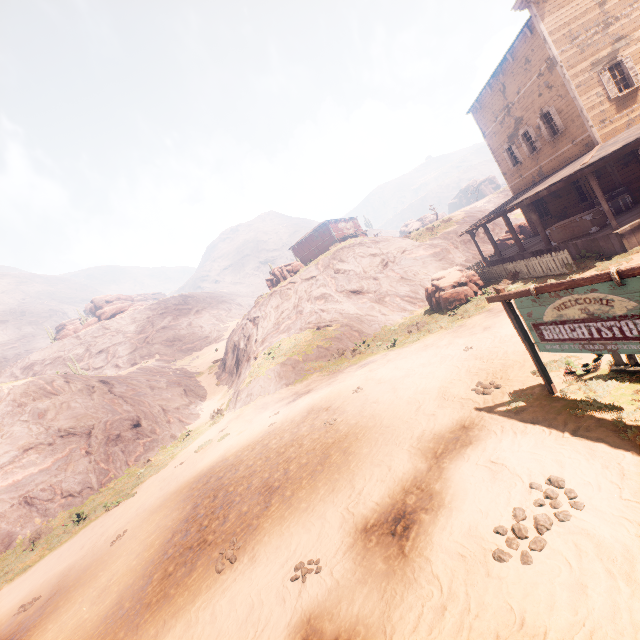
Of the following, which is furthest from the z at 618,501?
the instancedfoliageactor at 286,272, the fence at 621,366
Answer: the instancedfoliageactor at 286,272

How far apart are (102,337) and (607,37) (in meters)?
65.90

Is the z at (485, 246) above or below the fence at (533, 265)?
above

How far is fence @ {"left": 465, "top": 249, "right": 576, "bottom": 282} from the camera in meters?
13.5 m

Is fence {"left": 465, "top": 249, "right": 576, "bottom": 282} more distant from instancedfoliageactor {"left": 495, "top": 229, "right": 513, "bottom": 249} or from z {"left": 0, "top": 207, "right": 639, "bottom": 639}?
instancedfoliageactor {"left": 495, "top": 229, "right": 513, "bottom": 249}

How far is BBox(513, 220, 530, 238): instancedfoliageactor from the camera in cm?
2825

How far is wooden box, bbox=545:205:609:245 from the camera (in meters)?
13.81

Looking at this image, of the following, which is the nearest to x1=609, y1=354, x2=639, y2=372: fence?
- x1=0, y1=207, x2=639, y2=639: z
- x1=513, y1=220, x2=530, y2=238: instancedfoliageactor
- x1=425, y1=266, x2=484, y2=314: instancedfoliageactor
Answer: x1=0, y1=207, x2=639, y2=639: z
